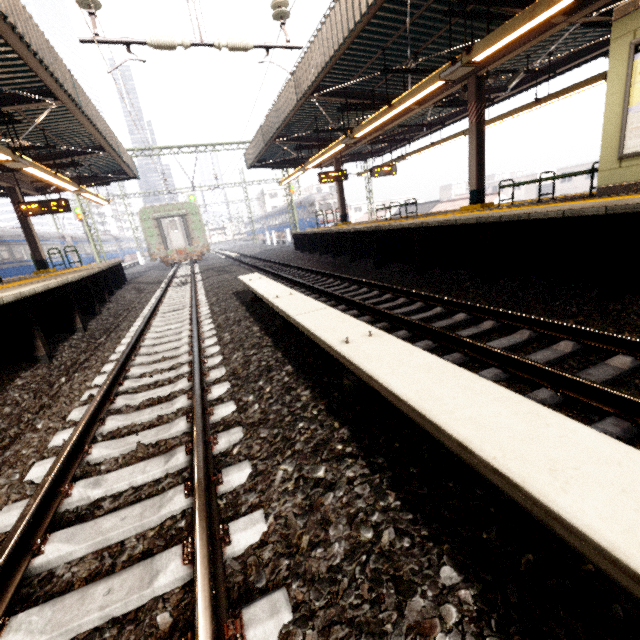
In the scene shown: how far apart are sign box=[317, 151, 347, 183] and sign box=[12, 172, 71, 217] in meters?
10.5

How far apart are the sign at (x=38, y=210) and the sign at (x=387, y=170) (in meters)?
13.36

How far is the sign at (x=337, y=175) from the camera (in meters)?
15.59

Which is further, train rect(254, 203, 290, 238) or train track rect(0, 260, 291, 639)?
train rect(254, 203, 290, 238)

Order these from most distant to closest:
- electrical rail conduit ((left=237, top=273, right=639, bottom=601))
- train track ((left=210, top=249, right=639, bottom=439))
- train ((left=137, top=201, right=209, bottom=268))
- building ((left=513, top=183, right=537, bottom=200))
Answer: building ((left=513, top=183, right=537, bottom=200)) → train ((left=137, top=201, right=209, bottom=268)) → train track ((left=210, top=249, right=639, bottom=439)) → electrical rail conduit ((left=237, top=273, right=639, bottom=601))

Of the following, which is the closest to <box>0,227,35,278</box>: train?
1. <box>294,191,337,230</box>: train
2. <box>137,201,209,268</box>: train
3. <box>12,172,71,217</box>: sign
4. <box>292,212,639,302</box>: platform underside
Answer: <box>12,172,71,217</box>: sign

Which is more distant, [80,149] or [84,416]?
[80,149]

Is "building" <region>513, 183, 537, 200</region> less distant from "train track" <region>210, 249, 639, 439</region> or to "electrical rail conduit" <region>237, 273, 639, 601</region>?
"train track" <region>210, 249, 639, 439</region>
